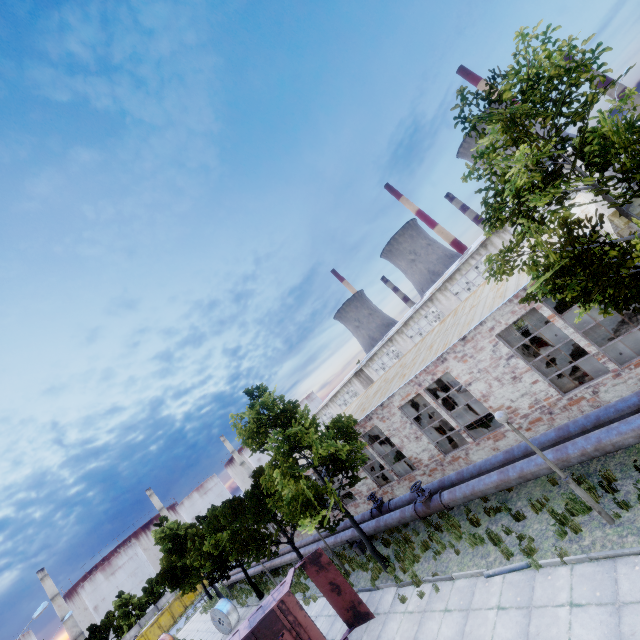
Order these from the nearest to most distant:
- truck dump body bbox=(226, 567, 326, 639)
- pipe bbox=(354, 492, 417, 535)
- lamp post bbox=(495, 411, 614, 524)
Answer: lamp post bbox=(495, 411, 614, 524) < truck dump body bbox=(226, 567, 326, 639) < pipe bbox=(354, 492, 417, 535)

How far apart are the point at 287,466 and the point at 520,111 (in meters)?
14.25

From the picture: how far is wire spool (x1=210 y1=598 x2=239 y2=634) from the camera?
23.72m

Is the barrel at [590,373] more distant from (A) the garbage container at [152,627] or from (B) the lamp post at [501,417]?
(A) the garbage container at [152,627]

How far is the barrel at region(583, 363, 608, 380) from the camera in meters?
11.4

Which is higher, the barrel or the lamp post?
the lamp post

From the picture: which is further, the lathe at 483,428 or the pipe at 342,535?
the pipe at 342,535

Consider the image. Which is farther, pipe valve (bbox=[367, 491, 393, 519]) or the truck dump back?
pipe valve (bbox=[367, 491, 393, 519])
